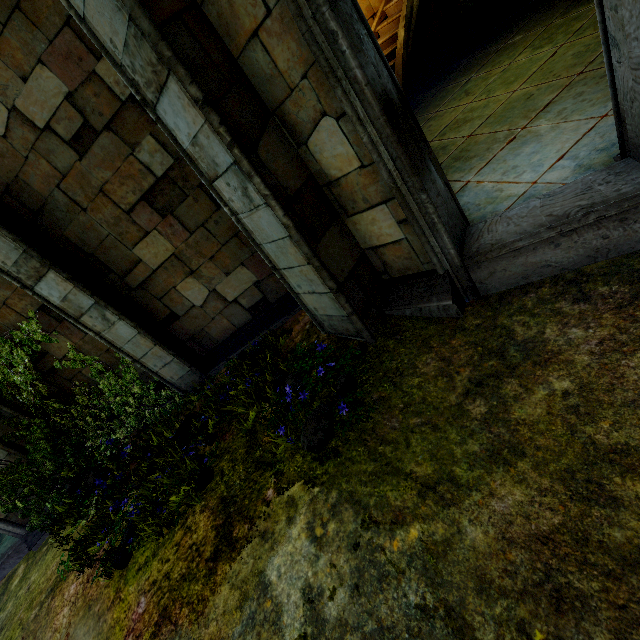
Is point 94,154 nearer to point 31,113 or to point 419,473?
point 31,113
